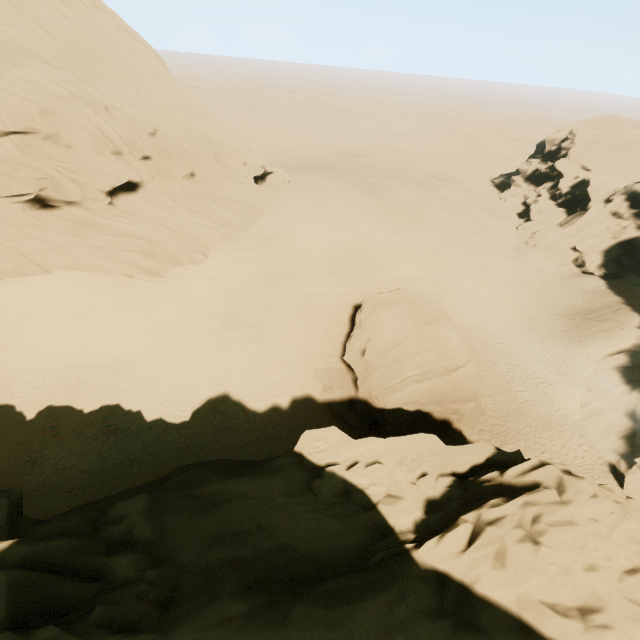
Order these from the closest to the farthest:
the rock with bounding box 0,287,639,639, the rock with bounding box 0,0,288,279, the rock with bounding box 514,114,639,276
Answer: the rock with bounding box 0,287,639,639, the rock with bounding box 0,0,288,279, the rock with bounding box 514,114,639,276

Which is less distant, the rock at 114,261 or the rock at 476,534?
the rock at 476,534

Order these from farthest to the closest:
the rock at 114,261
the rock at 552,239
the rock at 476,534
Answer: the rock at 552,239 < the rock at 114,261 < the rock at 476,534

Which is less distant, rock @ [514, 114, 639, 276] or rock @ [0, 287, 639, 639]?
rock @ [0, 287, 639, 639]

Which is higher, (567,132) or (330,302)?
(567,132)
